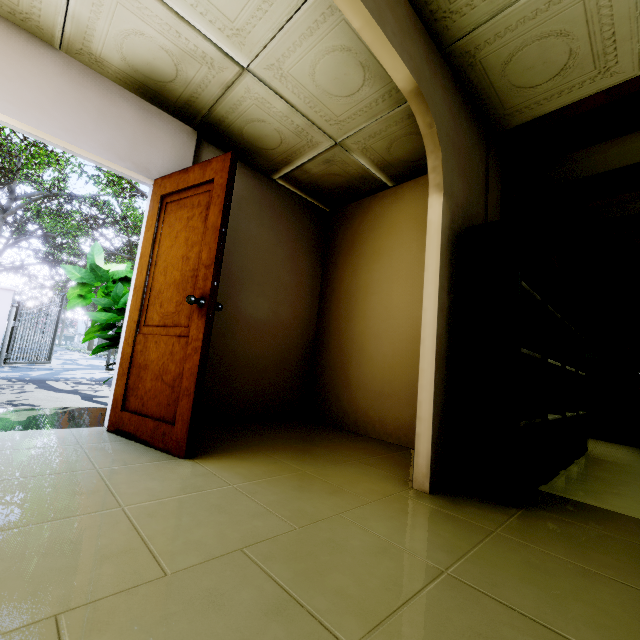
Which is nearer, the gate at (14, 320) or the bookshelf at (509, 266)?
A: the bookshelf at (509, 266)

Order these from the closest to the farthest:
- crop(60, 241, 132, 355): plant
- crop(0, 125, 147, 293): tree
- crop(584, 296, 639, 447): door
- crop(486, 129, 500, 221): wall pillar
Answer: crop(486, 129, 500, 221): wall pillar, crop(60, 241, 132, 355): plant, crop(584, 296, 639, 447): door, crop(0, 125, 147, 293): tree

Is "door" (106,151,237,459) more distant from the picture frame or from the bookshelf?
the picture frame

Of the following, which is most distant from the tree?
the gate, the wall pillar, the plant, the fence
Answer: the wall pillar

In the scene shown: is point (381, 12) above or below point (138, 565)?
above

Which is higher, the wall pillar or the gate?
the wall pillar

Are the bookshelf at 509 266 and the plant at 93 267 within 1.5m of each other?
no

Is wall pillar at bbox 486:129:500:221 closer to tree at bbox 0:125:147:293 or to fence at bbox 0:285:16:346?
tree at bbox 0:125:147:293
